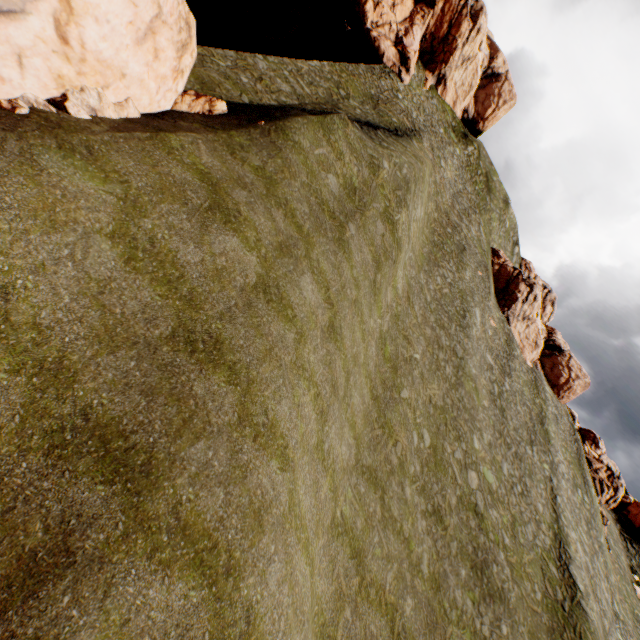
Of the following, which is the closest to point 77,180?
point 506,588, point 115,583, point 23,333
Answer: point 23,333

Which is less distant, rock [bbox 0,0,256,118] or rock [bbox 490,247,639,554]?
rock [bbox 0,0,256,118]

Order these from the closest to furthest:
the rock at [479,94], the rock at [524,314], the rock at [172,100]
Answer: the rock at [172,100], the rock at [479,94], the rock at [524,314]

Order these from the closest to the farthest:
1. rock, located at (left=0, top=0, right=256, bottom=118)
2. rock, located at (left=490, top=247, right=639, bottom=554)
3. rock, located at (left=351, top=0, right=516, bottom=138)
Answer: rock, located at (left=0, top=0, right=256, bottom=118) < rock, located at (left=351, top=0, right=516, bottom=138) < rock, located at (left=490, top=247, right=639, bottom=554)

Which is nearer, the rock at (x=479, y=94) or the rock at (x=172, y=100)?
the rock at (x=172, y=100)

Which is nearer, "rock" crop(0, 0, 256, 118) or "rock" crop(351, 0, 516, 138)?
"rock" crop(0, 0, 256, 118)

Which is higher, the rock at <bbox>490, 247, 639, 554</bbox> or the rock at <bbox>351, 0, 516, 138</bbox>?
the rock at <bbox>351, 0, 516, 138</bbox>
